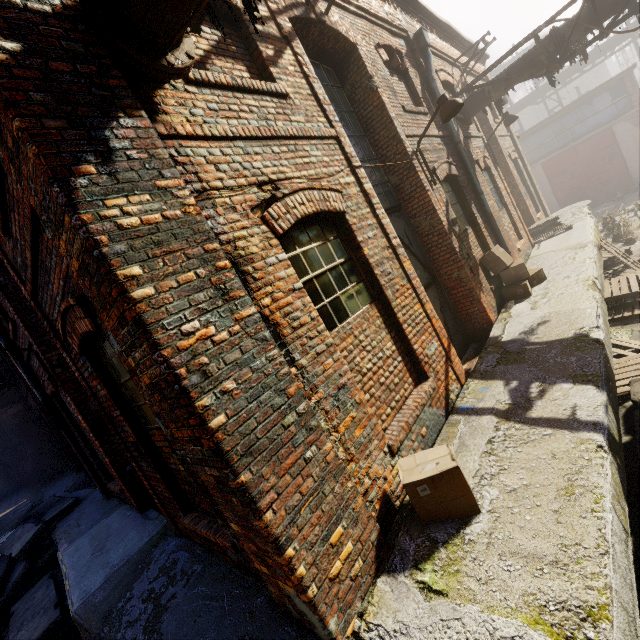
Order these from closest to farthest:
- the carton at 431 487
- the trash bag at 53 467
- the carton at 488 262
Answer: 1. the carton at 431 487
2. the carton at 488 262
3. the trash bag at 53 467

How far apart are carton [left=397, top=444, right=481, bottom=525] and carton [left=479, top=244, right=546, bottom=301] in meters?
5.2

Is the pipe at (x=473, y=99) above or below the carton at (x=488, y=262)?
above

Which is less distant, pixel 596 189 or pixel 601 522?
pixel 601 522

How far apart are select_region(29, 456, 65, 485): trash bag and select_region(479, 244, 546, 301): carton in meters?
22.8

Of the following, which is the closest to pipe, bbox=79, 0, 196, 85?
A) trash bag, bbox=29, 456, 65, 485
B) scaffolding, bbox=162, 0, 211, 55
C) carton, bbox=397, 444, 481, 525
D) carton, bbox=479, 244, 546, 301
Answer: scaffolding, bbox=162, 0, 211, 55

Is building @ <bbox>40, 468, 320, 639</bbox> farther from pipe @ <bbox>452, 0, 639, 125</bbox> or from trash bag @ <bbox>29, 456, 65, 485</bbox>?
pipe @ <bbox>452, 0, 639, 125</bbox>

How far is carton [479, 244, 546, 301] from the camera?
6.89m
